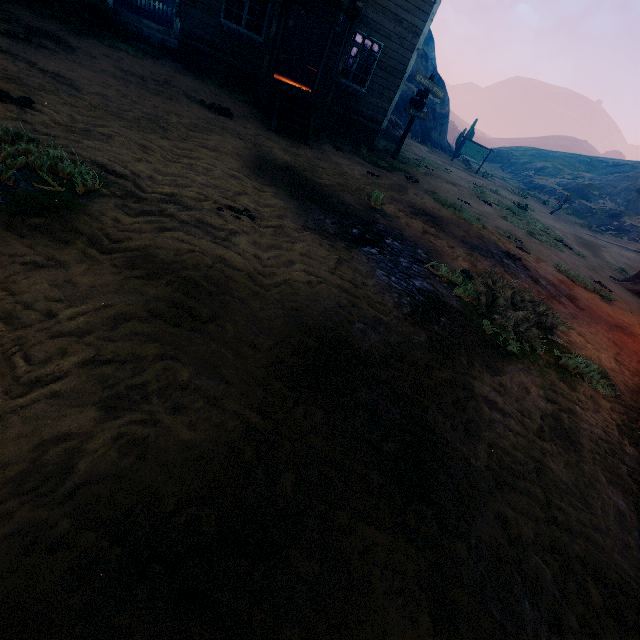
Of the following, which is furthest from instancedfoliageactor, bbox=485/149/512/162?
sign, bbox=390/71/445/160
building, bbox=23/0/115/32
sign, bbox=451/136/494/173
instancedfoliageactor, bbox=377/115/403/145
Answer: sign, bbox=390/71/445/160

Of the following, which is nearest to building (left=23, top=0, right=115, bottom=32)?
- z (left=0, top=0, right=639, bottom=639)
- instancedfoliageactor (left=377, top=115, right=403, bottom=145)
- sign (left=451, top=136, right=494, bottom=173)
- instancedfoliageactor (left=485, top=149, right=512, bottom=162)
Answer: z (left=0, top=0, right=639, bottom=639)

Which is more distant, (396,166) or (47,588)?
(396,166)

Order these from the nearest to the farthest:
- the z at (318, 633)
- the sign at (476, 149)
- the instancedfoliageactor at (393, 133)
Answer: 1. the z at (318, 633)
2. the instancedfoliageactor at (393, 133)
3. the sign at (476, 149)

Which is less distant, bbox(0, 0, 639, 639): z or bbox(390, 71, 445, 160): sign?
bbox(0, 0, 639, 639): z

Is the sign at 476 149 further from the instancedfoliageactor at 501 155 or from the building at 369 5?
the instancedfoliageactor at 501 155

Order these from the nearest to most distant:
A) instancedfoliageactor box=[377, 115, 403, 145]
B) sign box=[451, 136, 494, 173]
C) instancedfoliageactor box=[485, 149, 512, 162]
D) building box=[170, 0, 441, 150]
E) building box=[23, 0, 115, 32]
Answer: building box=[23, 0, 115, 32]
building box=[170, 0, 441, 150]
instancedfoliageactor box=[377, 115, 403, 145]
sign box=[451, 136, 494, 173]
instancedfoliageactor box=[485, 149, 512, 162]

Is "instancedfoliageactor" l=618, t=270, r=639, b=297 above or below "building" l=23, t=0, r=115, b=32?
below
